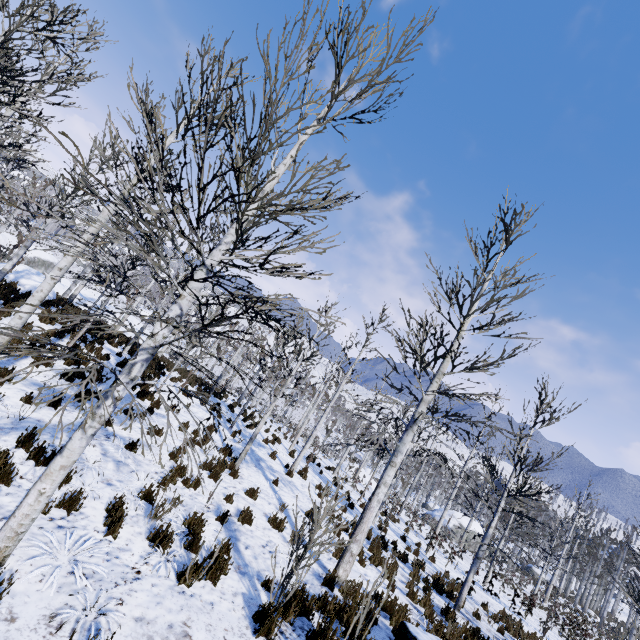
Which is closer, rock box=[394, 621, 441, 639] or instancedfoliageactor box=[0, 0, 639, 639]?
instancedfoliageactor box=[0, 0, 639, 639]

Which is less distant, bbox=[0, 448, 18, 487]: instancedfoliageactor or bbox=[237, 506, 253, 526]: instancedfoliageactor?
bbox=[0, 448, 18, 487]: instancedfoliageactor

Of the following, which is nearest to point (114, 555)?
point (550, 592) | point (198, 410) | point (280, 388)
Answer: point (198, 410)

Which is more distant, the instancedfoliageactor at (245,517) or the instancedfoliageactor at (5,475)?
the instancedfoliageactor at (245,517)

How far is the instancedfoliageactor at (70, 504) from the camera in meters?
4.9

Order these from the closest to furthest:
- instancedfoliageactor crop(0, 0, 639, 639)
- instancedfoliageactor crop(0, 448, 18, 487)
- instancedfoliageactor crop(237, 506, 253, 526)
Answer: instancedfoliageactor crop(0, 0, 639, 639) → instancedfoliageactor crop(0, 448, 18, 487) → instancedfoliageactor crop(237, 506, 253, 526)

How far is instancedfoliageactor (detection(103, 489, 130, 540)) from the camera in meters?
4.9
